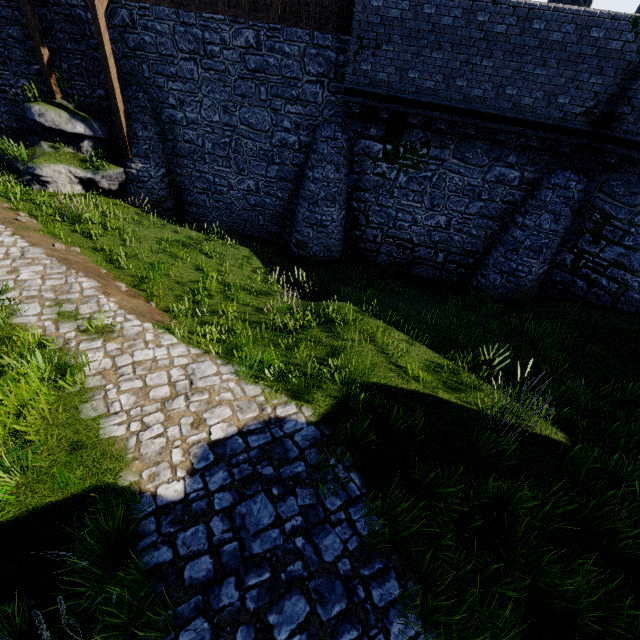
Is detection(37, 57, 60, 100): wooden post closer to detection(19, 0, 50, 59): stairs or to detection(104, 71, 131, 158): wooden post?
detection(19, 0, 50, 59): stairs

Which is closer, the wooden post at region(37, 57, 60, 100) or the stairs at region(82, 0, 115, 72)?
the stairs at region(82, 0, 115, 72)

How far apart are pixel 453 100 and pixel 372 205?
4.4 meters

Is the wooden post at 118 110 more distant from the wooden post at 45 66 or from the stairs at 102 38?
the wooden post at 45 66

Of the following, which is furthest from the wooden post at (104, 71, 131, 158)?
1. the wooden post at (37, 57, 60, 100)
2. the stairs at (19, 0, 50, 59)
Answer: the wooden post at (37, 57, 60, 100)

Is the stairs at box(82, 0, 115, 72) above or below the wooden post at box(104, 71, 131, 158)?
above

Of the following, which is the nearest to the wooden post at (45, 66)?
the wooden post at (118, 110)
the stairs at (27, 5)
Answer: the stairs at (27, 5)
